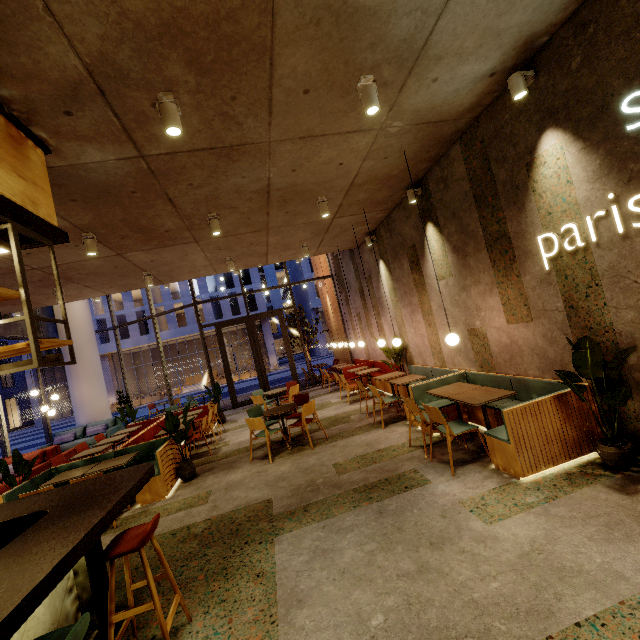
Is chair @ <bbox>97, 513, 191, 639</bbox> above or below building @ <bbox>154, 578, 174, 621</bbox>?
above

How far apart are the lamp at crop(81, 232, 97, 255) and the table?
6.0 meters

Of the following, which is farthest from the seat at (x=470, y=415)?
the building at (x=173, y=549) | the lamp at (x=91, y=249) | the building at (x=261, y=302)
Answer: the building at (x=261, y=302)

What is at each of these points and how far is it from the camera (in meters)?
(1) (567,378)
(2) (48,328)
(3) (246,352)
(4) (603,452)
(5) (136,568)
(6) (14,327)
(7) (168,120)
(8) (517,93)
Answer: (1) tree, 3.42
(2) building, 13.19
(3) building, 44.44
(4) pot, 3.39
(5) building, 3.65
(6) building, 11.38
(7) lamp, 2.91
(8) lamp, 3.62

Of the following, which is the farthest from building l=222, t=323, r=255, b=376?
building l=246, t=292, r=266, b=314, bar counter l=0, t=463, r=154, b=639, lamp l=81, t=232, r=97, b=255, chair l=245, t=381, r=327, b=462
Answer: bar counter l=0, t=463, r=154, b=639

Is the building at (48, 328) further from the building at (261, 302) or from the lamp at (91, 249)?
the building at (261, 302)

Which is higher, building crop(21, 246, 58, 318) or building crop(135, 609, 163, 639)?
building crop(21, 246, 58, 318)

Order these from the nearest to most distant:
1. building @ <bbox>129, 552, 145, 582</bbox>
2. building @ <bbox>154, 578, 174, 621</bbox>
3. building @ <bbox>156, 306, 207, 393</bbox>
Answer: building @ <bbox>154, 578, 174, 621</bbox>, building @ <bbox>129, 552, 145, 582</bbox>, building @ <bbox>156, 306, 207, 393</bbox>
